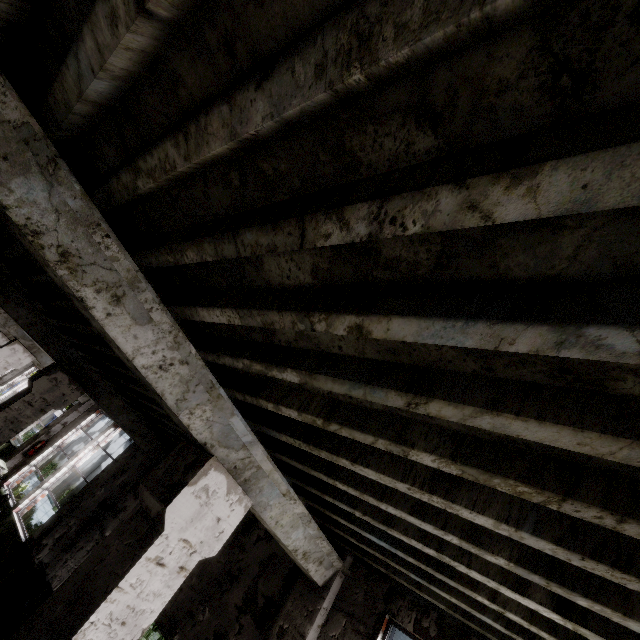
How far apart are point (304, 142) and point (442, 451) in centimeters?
185cm
